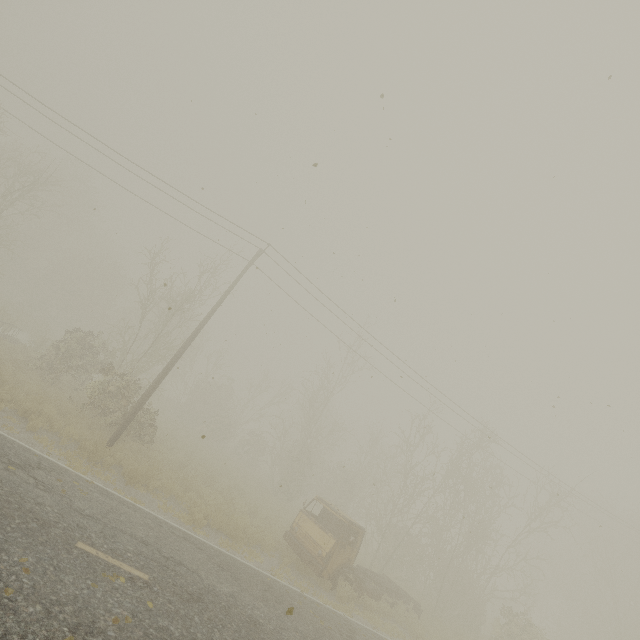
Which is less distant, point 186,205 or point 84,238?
point 186,205

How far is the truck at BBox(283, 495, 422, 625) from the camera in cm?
1266

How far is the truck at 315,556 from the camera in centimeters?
1266cm
